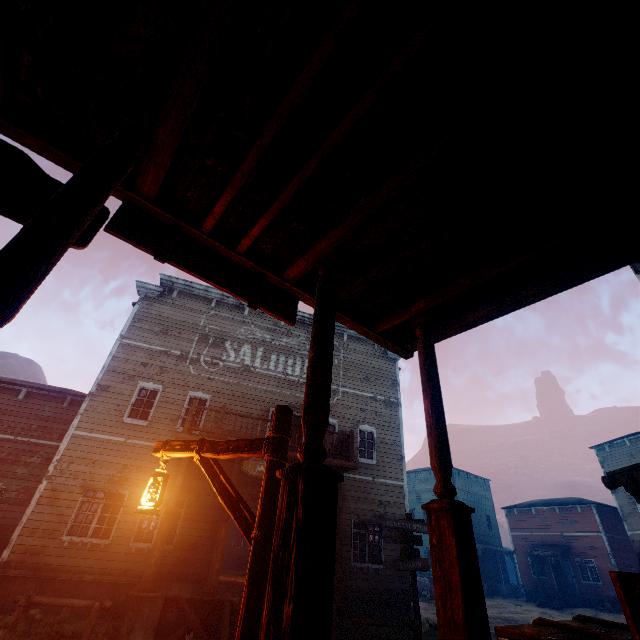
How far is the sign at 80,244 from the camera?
2.49m

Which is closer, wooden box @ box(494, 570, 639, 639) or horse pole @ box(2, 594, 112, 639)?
wooden box @ box(494, 570, 639, 639)

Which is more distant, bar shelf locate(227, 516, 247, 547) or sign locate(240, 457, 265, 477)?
bar shelf locate(227, 516, 247, 547)

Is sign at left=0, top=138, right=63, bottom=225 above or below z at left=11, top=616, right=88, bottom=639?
above

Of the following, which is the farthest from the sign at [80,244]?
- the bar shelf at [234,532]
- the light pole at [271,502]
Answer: the bar shelf at [234,532]

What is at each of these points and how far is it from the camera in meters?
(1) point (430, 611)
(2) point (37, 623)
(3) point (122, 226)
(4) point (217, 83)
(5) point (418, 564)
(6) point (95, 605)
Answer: (1) z, 17.6
(2) z, 8.7
(3) sign, 2.7
(4) building, 2.3
(5) sign, 9.2
(6) horse pole, 7.0

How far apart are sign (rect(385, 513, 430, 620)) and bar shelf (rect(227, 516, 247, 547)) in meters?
14.7

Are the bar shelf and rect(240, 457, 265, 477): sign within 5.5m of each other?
no
